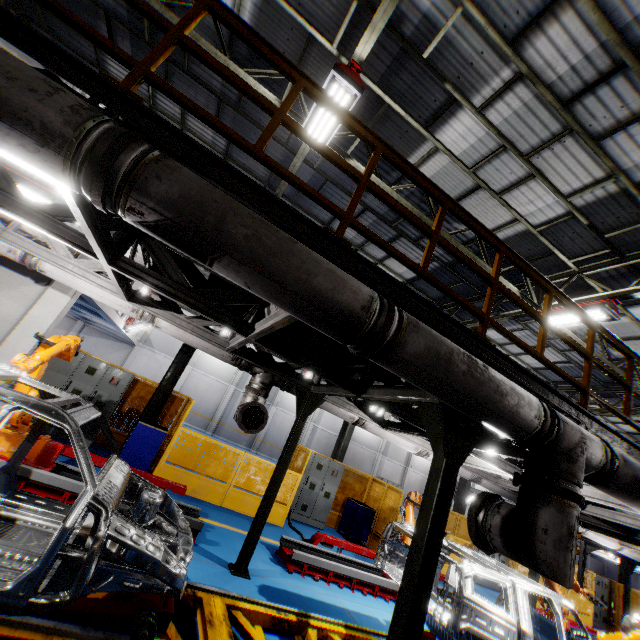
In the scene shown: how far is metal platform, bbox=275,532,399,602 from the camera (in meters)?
6.77

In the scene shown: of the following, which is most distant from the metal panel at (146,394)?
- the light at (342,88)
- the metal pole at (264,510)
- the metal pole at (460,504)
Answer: the light at (342,88)

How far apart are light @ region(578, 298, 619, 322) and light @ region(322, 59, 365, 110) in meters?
7.0 m

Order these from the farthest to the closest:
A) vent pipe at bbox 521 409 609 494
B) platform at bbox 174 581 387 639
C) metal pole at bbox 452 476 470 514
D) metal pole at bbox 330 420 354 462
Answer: metal pole at bbox 452 476 470 514
metal pole at bbox 330 420 354 462
platform at bbox 174 581 387 639
vent pipe at bbox 521 409 609 494

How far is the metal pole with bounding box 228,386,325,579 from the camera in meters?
5.7 m

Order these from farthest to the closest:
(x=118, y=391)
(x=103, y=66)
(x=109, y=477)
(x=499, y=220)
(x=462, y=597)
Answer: (x=118, y=391), (x=103, y=66), (x=499, y=220), (x=462, y=597), (x=109, y=477)

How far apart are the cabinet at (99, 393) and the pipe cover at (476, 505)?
9.5m

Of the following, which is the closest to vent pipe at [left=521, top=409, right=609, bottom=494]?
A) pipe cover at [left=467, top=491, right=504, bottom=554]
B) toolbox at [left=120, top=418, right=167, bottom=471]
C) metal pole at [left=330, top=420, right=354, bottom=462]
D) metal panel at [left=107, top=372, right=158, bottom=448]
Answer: pipe cover at [left=467, top=491, right=504, bottom=554]
